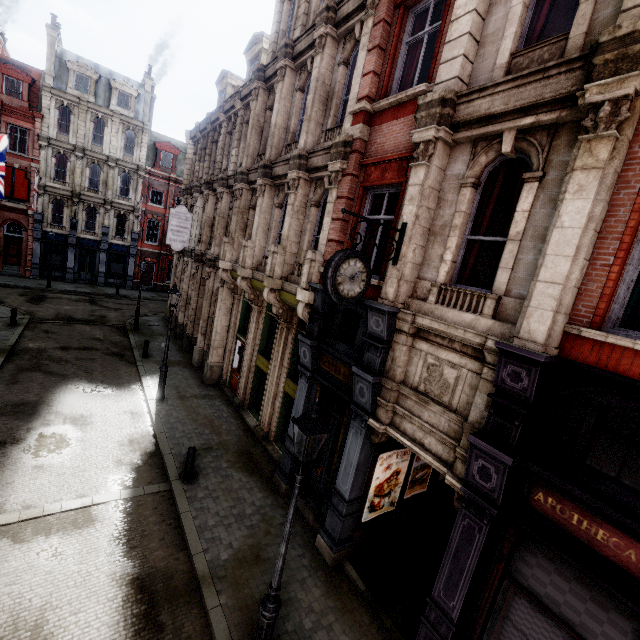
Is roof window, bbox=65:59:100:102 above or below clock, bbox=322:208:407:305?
above

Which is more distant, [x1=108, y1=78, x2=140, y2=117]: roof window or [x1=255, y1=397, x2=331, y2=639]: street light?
[x1=108, y1=78, x2=140, y2=117]: roof window

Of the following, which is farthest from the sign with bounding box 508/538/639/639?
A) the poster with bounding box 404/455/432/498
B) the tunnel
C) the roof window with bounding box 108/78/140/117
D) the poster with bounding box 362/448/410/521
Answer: the roof window with bounding box 108/78/140/117

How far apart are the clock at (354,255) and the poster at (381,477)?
4.0m

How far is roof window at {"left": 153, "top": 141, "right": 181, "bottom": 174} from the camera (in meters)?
33.38

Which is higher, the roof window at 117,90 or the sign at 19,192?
the roof window at 117,90

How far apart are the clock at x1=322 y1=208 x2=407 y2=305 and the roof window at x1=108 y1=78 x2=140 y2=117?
36.7 meters

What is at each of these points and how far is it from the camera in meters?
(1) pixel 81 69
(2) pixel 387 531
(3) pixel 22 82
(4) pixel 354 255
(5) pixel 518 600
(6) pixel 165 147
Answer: (1) roof window, 28.6
(2) tunnel, 8.8
(3) roof window, 26.9
(4) clock, 5.7
(5) sign, 4.7
(6) roof window, 33.6
